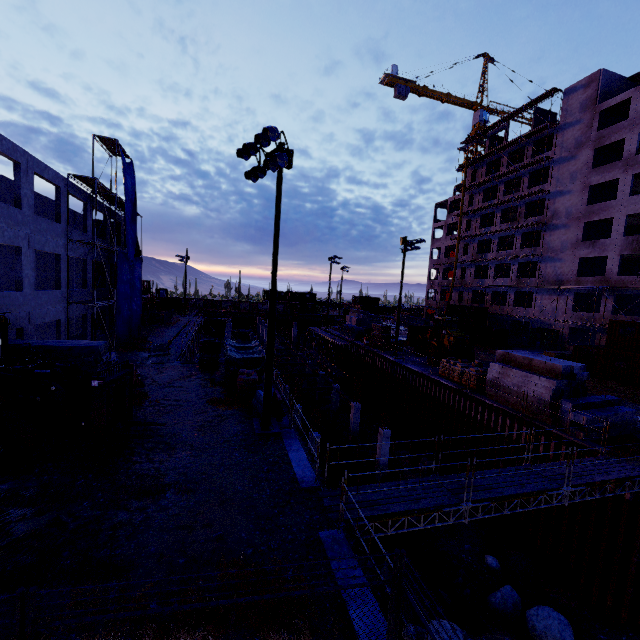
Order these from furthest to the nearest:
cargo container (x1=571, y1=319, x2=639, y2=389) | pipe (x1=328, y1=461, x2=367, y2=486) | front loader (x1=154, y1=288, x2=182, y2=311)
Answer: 1. front loader (x1=154, y1=288, x2=182, y2=311)
2. cargo container (x1=571, y1=319, x2=639, y2=389)
3. pipe (x1=328, y1=461, x2=367, y2=486)

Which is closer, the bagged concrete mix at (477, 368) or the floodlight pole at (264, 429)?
the floodlight pole at (264, 429)

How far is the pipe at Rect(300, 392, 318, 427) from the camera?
30.2m

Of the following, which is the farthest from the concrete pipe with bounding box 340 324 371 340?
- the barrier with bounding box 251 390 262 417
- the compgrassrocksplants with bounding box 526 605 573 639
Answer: the compgrassrocksplants with bounding box 526 605 573 639

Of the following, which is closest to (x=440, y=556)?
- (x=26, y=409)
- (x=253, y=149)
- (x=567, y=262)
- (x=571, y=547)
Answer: (x=571, y=547)

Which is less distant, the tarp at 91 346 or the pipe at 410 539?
the pipe at 410 539

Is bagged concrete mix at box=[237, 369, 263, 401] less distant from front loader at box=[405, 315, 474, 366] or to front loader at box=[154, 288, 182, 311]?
front loader at box=[405, 315, 474, 366]

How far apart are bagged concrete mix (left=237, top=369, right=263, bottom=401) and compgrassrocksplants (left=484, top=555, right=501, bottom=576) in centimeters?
1371cm
